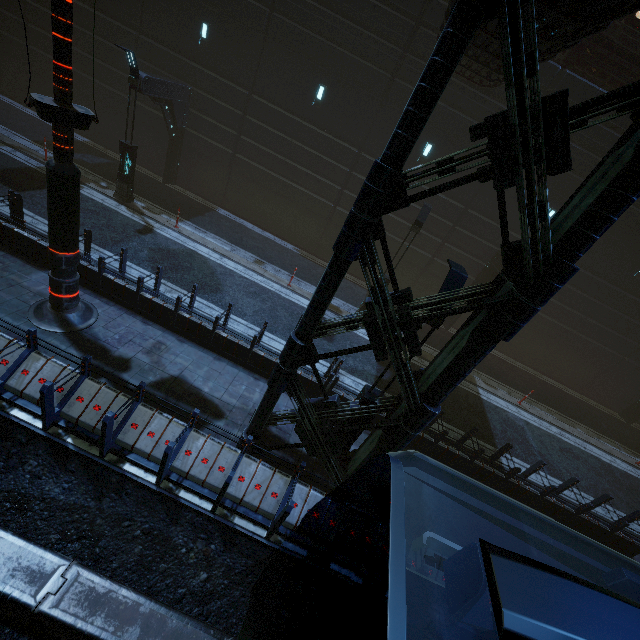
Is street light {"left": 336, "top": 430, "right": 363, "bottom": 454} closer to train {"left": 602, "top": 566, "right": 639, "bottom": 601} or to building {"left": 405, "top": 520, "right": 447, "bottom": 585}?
building {"left": 405, "top": 520, "right": 447, "bottom": 585}

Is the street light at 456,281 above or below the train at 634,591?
above

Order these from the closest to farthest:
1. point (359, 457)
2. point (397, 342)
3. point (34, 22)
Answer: point (397, 342) → point (359, 457) → point (34, 22)

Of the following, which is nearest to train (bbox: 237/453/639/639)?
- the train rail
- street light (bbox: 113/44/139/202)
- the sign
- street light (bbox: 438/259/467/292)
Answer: the train rail

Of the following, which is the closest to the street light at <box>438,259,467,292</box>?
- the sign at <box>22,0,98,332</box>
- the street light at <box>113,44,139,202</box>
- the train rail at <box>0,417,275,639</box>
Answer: the train rail at <box>0,417,275,639</box>

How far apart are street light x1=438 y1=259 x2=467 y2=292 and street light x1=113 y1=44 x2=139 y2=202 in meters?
13.0

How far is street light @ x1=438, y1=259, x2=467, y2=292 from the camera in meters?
5.9 m

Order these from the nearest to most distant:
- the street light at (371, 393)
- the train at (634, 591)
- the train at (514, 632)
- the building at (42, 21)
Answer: the train at (514, 632) < the train at (634, 591) < the street light at (371, 393) < the building at (42, 21)
